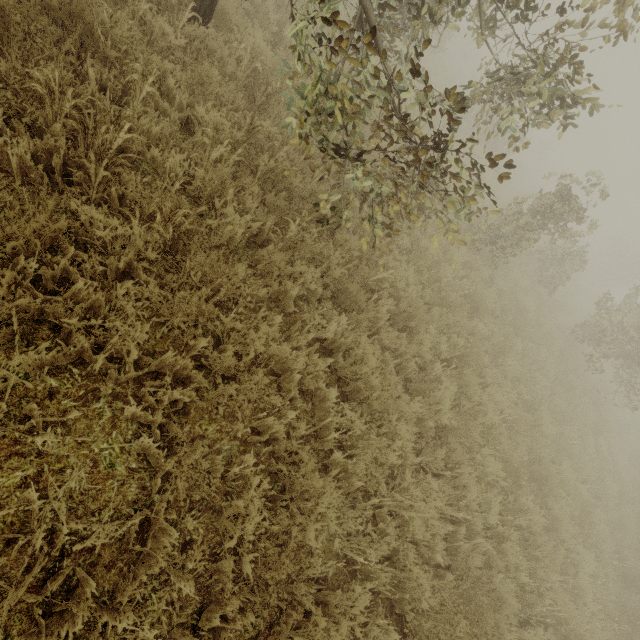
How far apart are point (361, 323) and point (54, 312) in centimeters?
347cm

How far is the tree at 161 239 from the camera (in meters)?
2.70

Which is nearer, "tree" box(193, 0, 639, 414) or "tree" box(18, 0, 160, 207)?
"tree" box(18, 0, 160, 207)

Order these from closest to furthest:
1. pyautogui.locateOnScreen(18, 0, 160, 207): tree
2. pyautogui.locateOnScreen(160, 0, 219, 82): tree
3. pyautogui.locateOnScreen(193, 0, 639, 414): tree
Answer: pyautogui.locateOnScreen(18, 0, 160, 207): tree
pyautogui.locateOnScreen(193, 0, 639, 414): tree
pyautogui.locateOnScreen(160, 0, 219, 82): tree

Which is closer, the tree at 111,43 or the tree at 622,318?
the tree at 111,43

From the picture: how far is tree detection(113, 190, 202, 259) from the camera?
2.7 meters
